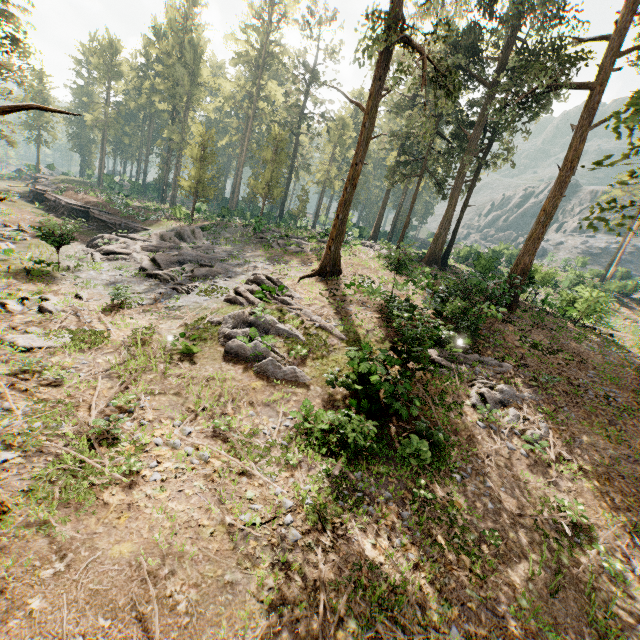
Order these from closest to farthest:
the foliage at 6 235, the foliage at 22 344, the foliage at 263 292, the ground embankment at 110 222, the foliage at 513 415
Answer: the foliage at 22 344 → the foliage at 513 415 → the foliage at 263 292 → the foliage at 6 235 → the ground embankment at 110 222

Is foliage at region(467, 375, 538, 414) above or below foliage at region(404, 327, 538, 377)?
below

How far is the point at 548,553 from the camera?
8.60m

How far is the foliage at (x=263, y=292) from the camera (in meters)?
12.64

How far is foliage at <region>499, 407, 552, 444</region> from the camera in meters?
11.8 m

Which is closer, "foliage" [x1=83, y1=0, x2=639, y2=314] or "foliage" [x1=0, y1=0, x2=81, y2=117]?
"foliage" [x1=0, y1=0, x2=81, y2=117]
